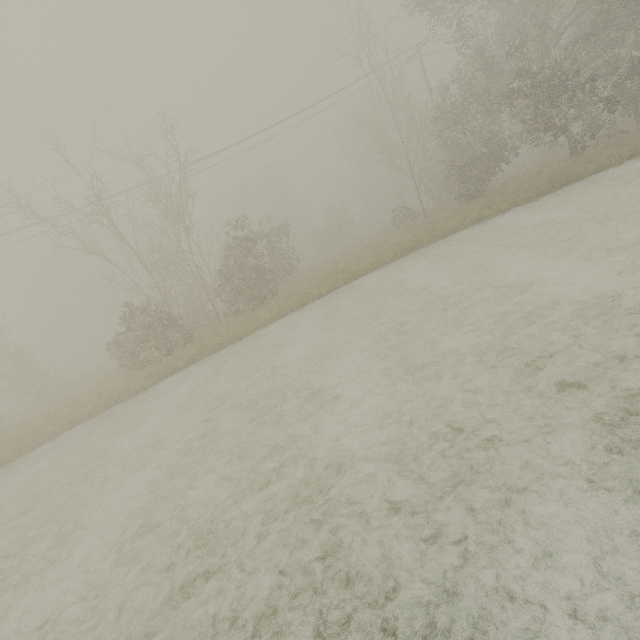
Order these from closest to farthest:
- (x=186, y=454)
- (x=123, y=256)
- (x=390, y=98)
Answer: (x=186, y=454) < (x=123, y=256) < (x=390, y=98)
